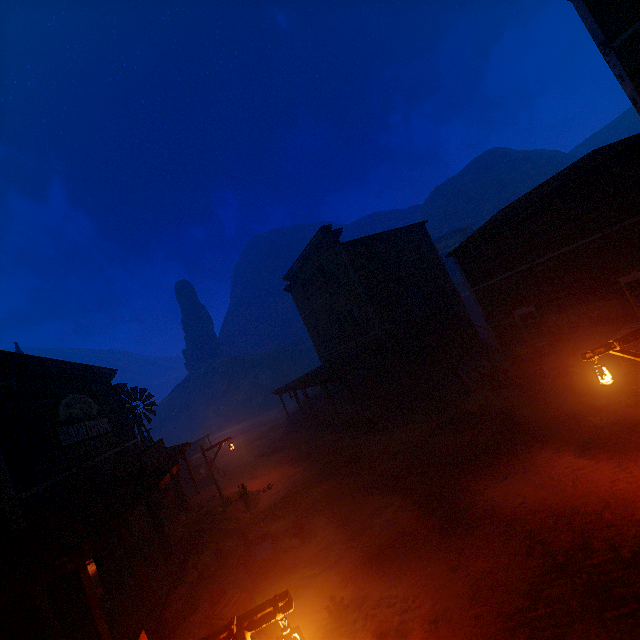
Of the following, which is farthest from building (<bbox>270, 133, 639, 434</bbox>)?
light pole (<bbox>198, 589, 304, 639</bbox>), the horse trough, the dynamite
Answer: the horse trough

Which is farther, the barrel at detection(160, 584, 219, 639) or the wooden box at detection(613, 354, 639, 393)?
the wooden box at detection(613, 354, 639, 393)

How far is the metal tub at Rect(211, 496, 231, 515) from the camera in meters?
15.3

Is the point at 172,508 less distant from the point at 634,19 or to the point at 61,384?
the point at 61,384

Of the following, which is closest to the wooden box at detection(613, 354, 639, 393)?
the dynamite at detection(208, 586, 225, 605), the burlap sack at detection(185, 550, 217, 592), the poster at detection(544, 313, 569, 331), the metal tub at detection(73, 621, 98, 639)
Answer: the poster at detection(544, 313, 569, 331)

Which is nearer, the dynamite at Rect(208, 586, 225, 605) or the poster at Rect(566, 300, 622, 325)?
the dynamite at Rect(208, 586, 225, 605)

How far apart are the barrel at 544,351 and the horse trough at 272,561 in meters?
11.0 m

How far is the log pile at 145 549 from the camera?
11.7 meters
